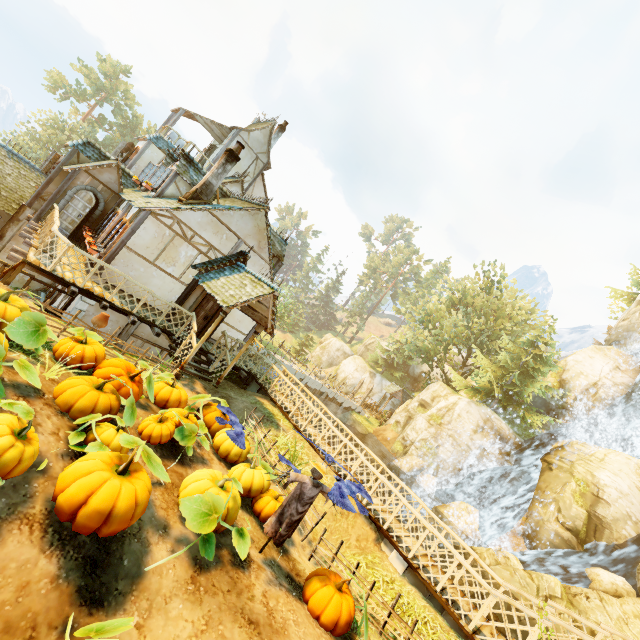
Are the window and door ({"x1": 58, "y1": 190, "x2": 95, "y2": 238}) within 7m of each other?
yes

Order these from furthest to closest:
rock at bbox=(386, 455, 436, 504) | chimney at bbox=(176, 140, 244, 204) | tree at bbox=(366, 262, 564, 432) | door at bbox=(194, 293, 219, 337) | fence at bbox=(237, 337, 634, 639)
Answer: tree at bbox=(366, 262, 564, 432)
rock at bbox=(386, 455, 436, 504)
door at bbox=(194, 293, 219, 337)
chimney at bbox=(176, 140, 244, 204)
fence at bbox=(237, 337, 634, 639)

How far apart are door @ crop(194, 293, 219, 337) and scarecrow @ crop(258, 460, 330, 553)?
9.08m

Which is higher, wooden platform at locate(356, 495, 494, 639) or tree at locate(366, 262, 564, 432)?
tree at locate(366, 262, 564, 432)

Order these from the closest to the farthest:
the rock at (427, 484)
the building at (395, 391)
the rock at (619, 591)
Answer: the rock at (619, 591)
the rock at (427, 484)
the building at (395, 391)

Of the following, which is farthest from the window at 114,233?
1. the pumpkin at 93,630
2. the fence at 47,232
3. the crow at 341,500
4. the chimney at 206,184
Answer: the pumpkin at 93,630

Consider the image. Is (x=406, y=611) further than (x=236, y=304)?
No

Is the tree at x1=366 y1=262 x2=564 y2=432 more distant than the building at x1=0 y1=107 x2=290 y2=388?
Yes
